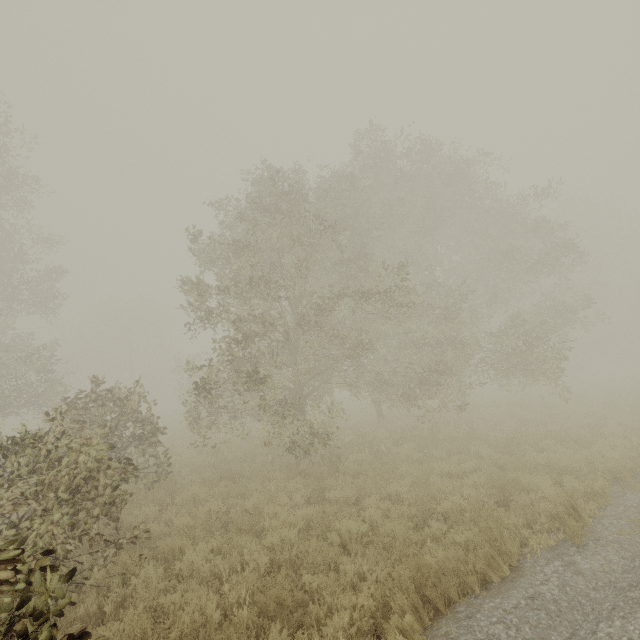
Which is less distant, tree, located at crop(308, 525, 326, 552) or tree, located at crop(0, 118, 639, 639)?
tree, located at crop(0, 118, 639, 639)

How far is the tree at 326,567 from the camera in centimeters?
494cm

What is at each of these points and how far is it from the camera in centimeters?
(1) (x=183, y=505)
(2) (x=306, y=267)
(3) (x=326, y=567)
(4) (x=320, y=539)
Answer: (1) tree, 888cm
(2) tree, 1046cm
(3) tree, 551cm
(4) tree, 654cm

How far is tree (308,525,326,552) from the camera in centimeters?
561cm

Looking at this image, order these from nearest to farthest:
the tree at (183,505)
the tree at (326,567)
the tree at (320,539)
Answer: the tree at (326,567) → the tree at (320,539) → the tree at (183,505)

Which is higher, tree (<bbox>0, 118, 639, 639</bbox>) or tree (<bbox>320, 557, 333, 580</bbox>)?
tree (<bbox>0, 118, 639, 639</bbox>)
